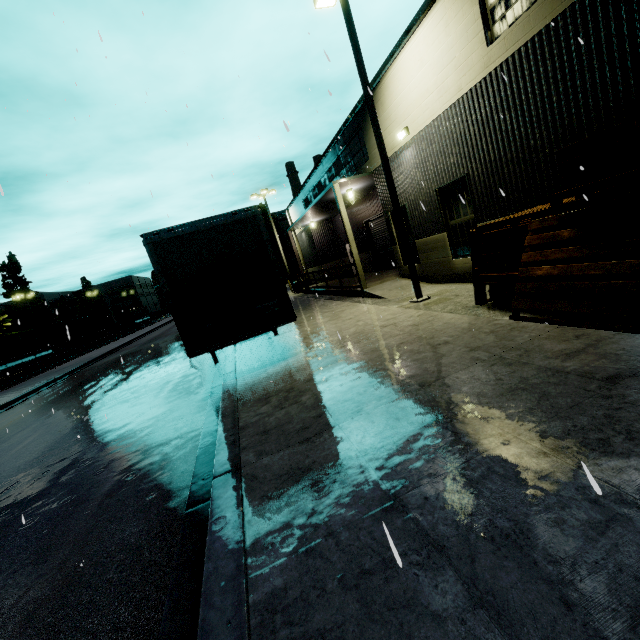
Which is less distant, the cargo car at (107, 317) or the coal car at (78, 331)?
the coal car at (78, 331)

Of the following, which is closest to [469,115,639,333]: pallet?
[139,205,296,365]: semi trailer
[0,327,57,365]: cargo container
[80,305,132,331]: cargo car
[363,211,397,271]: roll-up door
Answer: [139,205,296,365]: semi trailer

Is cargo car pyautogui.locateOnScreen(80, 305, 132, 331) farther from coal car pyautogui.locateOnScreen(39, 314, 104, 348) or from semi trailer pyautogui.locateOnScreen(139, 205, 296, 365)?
semi trailer pyautogui.locateOnScreen(139, 205, 296, 365)

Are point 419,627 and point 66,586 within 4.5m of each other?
yes

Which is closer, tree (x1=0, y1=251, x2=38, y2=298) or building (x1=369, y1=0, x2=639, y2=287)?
building (x1=369, y1=0, x2=639, y2=287)

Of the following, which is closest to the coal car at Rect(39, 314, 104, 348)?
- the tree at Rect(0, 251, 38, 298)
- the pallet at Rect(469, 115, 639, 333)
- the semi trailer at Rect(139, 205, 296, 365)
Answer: the semi trailer at Rect(139, 205, 296, 365)

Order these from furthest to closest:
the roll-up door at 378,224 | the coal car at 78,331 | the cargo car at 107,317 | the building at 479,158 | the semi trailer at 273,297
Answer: the cargo car at 107,317 < the coal car at 78,331 < the roll-up door at 378,224 < the semi trailer at 273,297 < the building at 479,158

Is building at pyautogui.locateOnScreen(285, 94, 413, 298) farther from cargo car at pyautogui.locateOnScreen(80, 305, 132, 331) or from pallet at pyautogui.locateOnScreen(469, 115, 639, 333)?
cargo car at pyautogui.locateOnScreen(80, 305, 132, 331)
